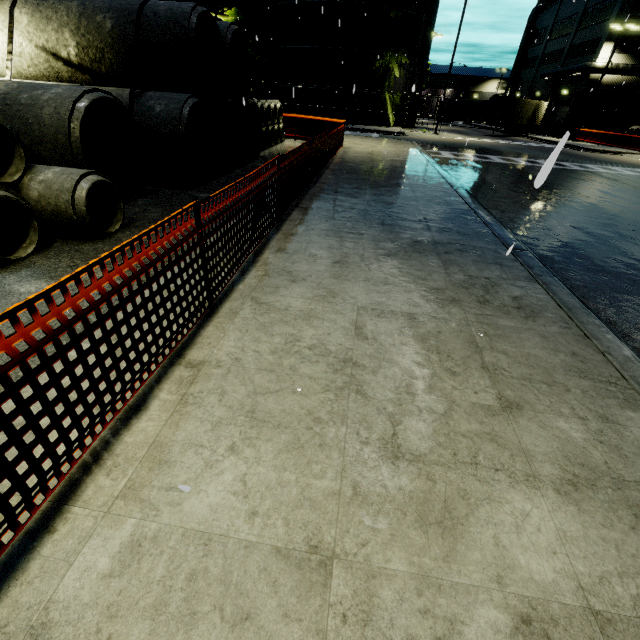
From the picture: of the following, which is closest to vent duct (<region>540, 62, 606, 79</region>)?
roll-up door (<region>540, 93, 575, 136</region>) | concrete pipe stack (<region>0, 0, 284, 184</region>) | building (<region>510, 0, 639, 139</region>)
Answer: building (<region>510, 0, 639, 139</region>)

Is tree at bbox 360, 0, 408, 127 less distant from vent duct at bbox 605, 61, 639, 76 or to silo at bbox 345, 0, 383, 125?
silo at bbox 345, 0, 383, 125

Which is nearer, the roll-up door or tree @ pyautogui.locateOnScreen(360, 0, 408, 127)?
tree @ pyautogui.locateOnScreen(360, 0, 408, 127)

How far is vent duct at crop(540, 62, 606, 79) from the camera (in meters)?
33.47

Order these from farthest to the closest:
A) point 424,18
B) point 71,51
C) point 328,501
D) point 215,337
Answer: point 424,18 → point 71,51 → point 215,337 → point 328,501

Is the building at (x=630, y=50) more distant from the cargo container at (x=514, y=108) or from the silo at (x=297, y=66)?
the cargo container at (x=514, y=108)

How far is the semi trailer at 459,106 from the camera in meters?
50.1

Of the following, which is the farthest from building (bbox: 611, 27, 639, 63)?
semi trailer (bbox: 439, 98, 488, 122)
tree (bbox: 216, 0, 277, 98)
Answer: semi trailer (bbox: 439, 98, 488, 122)
